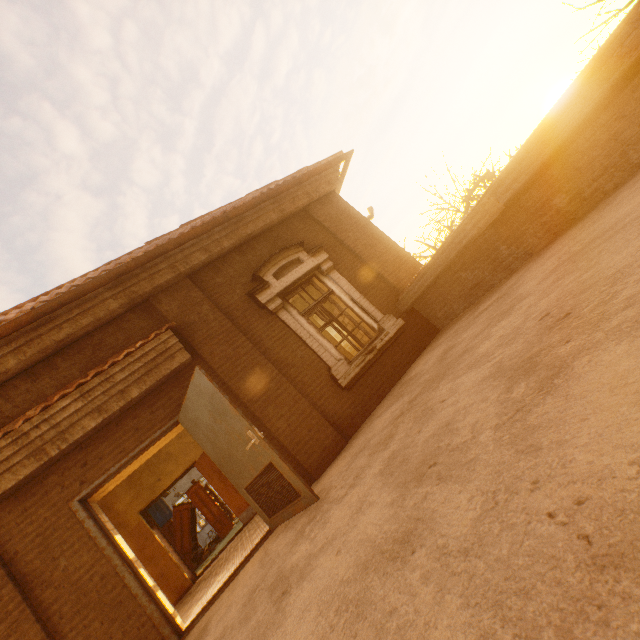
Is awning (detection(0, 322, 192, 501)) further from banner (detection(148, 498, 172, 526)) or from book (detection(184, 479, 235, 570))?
banner (detection(148, 498, 172, 526))

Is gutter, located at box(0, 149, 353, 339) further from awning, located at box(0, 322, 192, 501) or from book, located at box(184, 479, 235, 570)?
book, located at box(184, 479, 235, 570)

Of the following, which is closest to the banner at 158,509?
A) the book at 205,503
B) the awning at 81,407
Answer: the book at 205,503

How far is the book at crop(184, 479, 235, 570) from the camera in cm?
1172

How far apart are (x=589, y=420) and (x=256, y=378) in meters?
4.8 m

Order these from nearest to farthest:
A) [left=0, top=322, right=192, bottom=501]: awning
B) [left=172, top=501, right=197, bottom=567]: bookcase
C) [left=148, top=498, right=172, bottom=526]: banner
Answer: [left=0, top=322, right=192, bottom=501]: awning, [left=172, top=501, right=197, bottom=567]: bookcase, [left=148, top=498, right=172, bottom=526]: banner

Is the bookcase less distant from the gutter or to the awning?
the awning

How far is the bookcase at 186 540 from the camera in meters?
11.6
